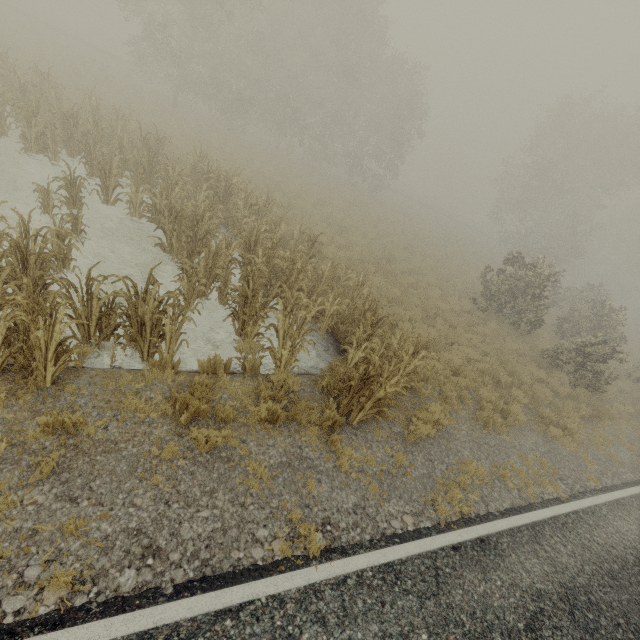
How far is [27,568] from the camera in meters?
3.2
